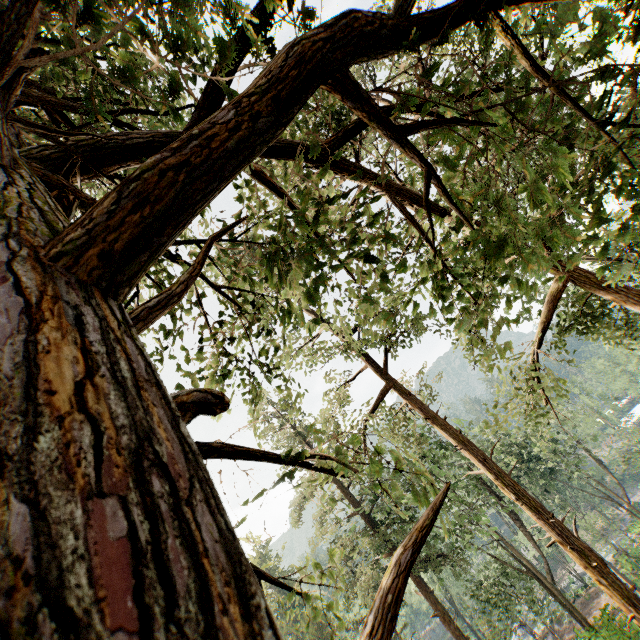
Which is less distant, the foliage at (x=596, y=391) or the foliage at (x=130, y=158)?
the foliage at (x=130, y=158)

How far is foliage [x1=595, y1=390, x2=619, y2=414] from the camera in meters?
48.8 m

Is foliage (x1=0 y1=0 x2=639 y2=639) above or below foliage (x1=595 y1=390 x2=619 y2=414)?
above

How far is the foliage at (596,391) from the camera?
48.8 meters

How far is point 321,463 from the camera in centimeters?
285cm

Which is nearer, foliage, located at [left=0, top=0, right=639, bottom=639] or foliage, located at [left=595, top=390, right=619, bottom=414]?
foliage, located at [left=0, top=0, right=639, bottom=639]
